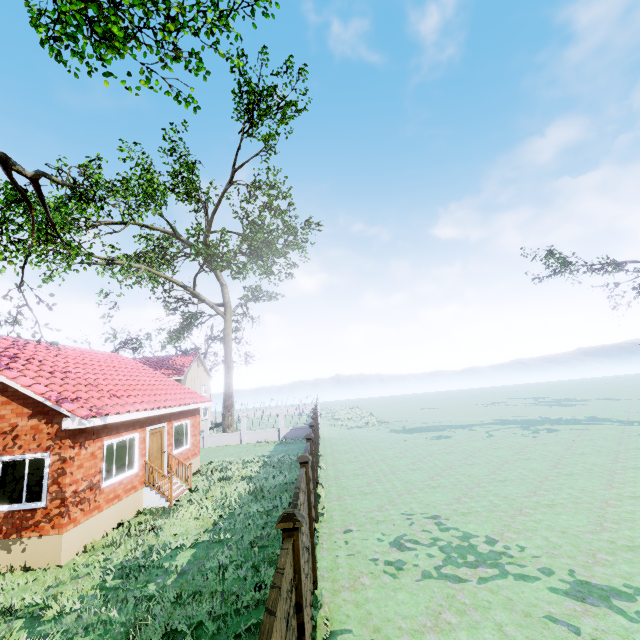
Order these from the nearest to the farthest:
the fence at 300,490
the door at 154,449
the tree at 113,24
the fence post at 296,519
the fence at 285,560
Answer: the fence at 285,560, the fence post at 296,519, the fence at 300,490, the tree at 113,24, the door at 154,449

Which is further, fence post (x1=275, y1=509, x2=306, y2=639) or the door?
the door

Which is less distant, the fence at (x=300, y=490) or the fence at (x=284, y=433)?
the fence at (x=300, y=490)

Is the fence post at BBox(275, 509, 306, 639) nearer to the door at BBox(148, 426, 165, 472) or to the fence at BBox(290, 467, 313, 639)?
the fence at BBox(290, 467, 313, 639)

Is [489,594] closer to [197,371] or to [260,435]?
[260,435]

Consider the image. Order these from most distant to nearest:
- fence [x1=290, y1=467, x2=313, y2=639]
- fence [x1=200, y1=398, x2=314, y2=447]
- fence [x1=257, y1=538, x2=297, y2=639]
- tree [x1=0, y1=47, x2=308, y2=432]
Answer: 1. fence [x1=200, y1=398, x2=314, y2=447]
2. tree [x1=0, y1=47, x2=308, y2=432]
3. fence [x1=290, y1=467, x2=313, y2=639]
4. fence [x1=257, y1=538, x2=297, y2=639]

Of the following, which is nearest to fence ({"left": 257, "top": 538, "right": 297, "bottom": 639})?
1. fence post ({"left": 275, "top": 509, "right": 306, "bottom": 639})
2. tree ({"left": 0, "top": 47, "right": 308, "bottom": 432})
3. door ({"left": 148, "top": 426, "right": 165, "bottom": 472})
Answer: fence post ({"left": 275, "top": 509, "right": 306, "bottom": 639})

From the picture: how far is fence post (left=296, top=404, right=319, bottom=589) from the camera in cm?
665
